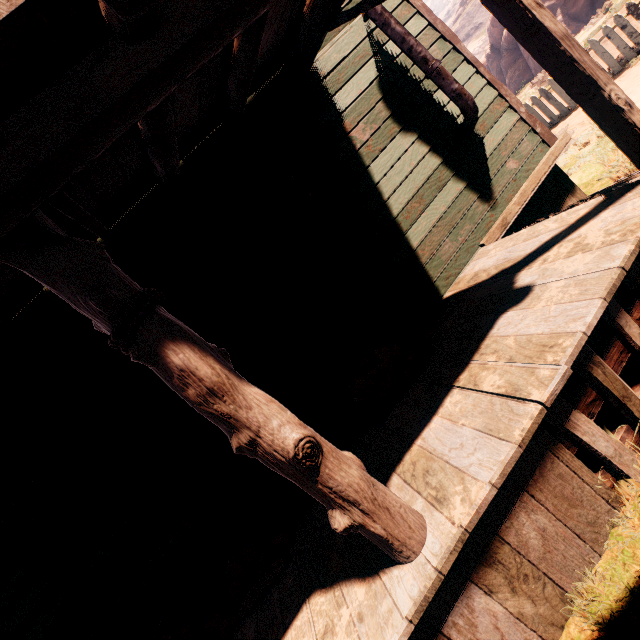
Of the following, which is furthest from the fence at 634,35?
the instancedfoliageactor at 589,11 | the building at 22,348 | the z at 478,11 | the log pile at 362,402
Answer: the z at 478,11

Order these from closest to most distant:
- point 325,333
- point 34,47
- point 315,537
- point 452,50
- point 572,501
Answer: point 34,47, point 572,501, point 315,537, point 325,333, point 452,50

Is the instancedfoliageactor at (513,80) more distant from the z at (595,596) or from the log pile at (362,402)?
the log pile at (362,402)

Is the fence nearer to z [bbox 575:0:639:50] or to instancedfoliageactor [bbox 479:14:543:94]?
z [bbox 575:0:639:50]

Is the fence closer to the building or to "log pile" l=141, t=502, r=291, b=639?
the building

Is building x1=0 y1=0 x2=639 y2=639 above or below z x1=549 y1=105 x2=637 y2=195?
above

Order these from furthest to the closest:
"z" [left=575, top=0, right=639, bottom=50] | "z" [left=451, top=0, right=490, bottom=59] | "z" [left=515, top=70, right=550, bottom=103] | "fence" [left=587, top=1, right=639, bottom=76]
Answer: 1. "z" [left=451, top=0, right=490, bottom=59]
2. "z" [left=515, top=70, right=550, bottom=103]
3. "z" [left=575, top=0, right=639, bottom=50]
4. "fence" [left=587, top=1, right=639, bottom=76]

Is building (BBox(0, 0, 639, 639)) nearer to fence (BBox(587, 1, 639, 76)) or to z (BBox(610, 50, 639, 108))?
z (BBox(610, 50, 639, 108))
